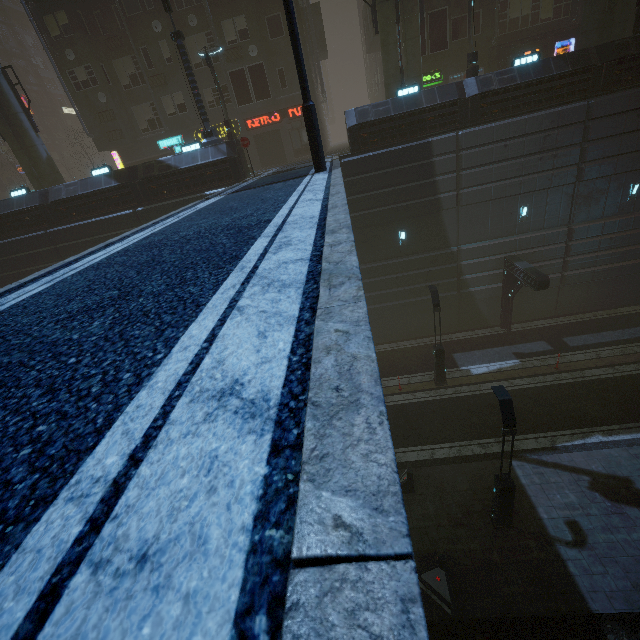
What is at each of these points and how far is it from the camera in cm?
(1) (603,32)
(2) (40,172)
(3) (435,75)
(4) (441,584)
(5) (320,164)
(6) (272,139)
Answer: (1) sm, 1708
(2) sm, 2212
(3) sign, 2359
(4) barrier, 990
(5) traffic light, 1035
(6) building, 2644

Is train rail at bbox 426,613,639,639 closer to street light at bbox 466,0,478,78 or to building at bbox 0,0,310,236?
building at bbox 0,0,310,236

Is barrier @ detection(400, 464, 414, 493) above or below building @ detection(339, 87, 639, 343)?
below

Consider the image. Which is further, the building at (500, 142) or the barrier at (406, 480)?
the building at (500, 142)

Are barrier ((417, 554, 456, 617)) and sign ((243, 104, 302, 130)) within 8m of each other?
no

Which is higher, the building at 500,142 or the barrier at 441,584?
the building at 500,142

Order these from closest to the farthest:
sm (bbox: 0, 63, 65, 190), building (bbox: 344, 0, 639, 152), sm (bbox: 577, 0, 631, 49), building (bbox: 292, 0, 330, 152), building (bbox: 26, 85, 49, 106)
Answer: building (bbox: 344, 0, 639, 152) < sm (bbox: 577, 0, 631, 49) < sm (bbox: 0, 63, 65, 190) < building (bbox: 292, 0, 330, 152) < building (bbox: 26, 85, 49, 106)

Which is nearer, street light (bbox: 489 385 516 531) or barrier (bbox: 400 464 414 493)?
street light (bbox: 489 385 516 531)
